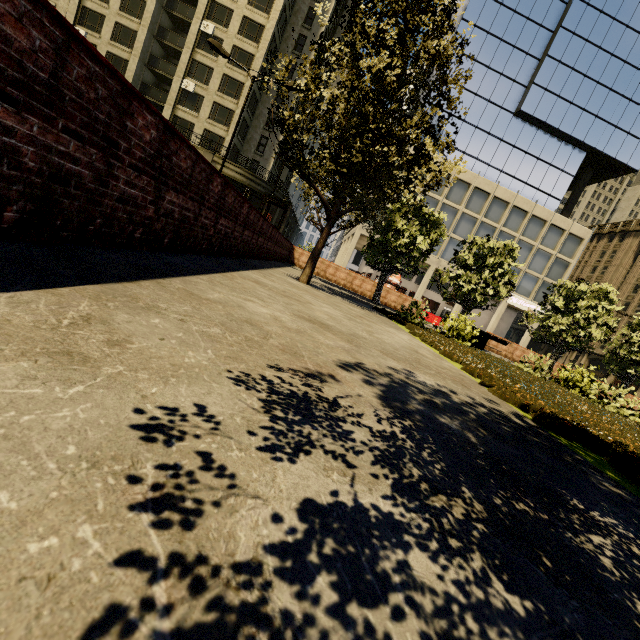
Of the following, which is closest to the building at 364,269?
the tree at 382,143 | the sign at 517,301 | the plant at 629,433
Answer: the sign at 517,301

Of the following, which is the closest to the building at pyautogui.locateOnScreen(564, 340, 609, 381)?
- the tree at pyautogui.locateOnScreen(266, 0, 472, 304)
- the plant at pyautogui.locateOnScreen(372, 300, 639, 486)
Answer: the tree at pyautogui.locateOnScreen(266, 0, 472, 304)

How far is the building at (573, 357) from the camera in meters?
50.0

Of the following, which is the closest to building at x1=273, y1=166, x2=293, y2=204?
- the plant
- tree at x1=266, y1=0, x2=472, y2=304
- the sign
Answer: the sign

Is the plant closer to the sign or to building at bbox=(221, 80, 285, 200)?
building at bbox=(221, 80, 285, 200)

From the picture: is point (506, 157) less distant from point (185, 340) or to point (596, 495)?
point (596, 495)

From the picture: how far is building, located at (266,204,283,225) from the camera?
37.2m
